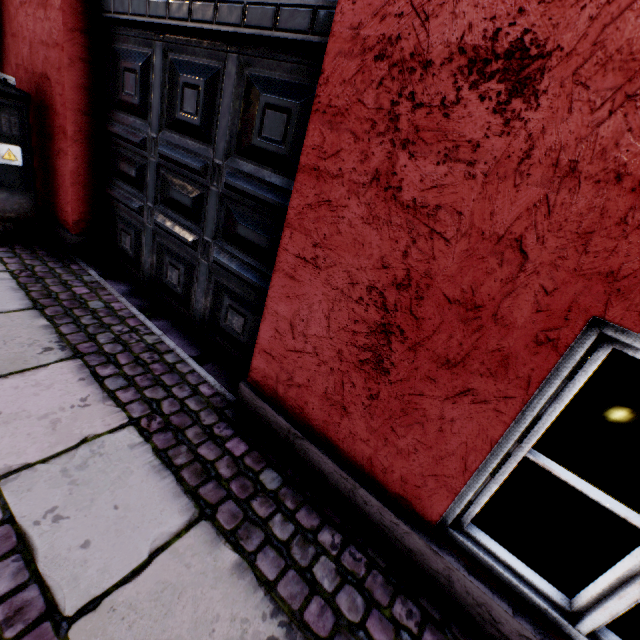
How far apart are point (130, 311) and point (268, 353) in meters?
1.5

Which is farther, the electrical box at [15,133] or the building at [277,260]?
the electrical box at [15,133]

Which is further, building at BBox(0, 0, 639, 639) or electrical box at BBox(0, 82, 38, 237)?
electrical box at BBox(0, 82, 38, 237)
